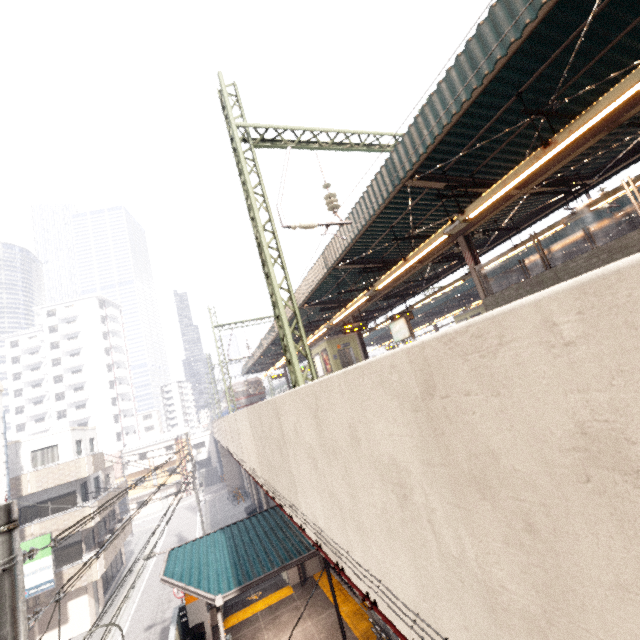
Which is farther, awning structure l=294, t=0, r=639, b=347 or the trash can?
the trash can

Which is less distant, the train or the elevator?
the elevator

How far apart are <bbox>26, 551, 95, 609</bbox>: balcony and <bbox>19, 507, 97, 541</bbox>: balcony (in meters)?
1.58

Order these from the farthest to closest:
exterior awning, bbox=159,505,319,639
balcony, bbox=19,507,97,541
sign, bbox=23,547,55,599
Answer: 1. balcony, bbox=19,507,97,541
2. sign, bbox=23,547,55,599
3. exterior awning, bbox=159,505,319,639

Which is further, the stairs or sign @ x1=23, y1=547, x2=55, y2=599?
the stairs

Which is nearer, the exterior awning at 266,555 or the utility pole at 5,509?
the utility pole at 5,509

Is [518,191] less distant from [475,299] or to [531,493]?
[531,493]

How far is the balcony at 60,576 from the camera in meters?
18.3
